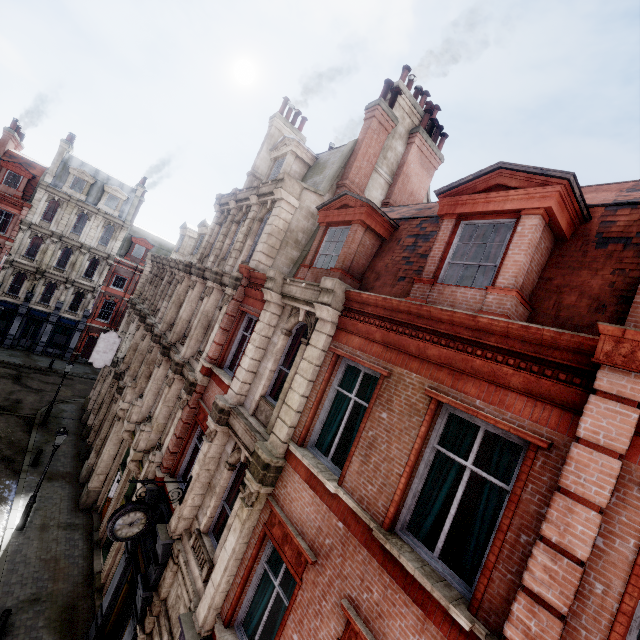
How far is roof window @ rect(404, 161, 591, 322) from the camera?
5.46m

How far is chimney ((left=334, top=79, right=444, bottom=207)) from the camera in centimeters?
1297cm

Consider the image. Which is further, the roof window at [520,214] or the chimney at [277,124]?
the chimney at [277,124]

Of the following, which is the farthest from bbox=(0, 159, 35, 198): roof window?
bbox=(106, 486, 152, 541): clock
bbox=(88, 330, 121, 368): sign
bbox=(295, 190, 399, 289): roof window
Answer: bbox=(106, 486, 152, 541): clock

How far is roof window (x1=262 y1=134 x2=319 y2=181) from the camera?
14.55m

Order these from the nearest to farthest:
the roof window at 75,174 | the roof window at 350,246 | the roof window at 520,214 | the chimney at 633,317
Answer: the chimney at 633,317 → the roof window at 520,214 → the roof window at 350,246 → the roof window at 75,174

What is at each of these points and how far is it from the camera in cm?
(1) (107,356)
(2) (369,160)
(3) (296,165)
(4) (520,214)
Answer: (1) sign, 2041
(2) chimney, 1321
(3) roof window, 1491
(4) roof window, 571

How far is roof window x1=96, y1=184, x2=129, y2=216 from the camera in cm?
3506
